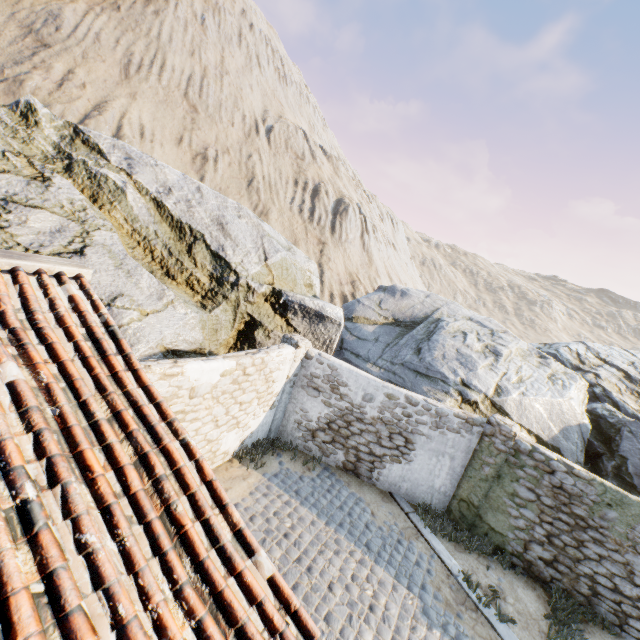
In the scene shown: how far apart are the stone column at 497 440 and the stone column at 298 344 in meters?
5.0 m

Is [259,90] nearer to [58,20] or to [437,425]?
[58,20]

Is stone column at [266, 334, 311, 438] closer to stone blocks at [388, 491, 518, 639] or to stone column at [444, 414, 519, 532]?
stone blocks at [388, 491, 518, 639]

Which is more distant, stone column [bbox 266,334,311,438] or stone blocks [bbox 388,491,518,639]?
stone column [bbox 266,334,311,438]

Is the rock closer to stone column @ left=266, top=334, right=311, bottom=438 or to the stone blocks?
the stone blocks

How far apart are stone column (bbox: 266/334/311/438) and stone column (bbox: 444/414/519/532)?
5.0m

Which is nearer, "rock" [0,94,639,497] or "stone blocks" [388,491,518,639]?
"stone blocks" [388,491,518,639]

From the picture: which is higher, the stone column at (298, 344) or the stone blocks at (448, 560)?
the stone column at (298, 344)
